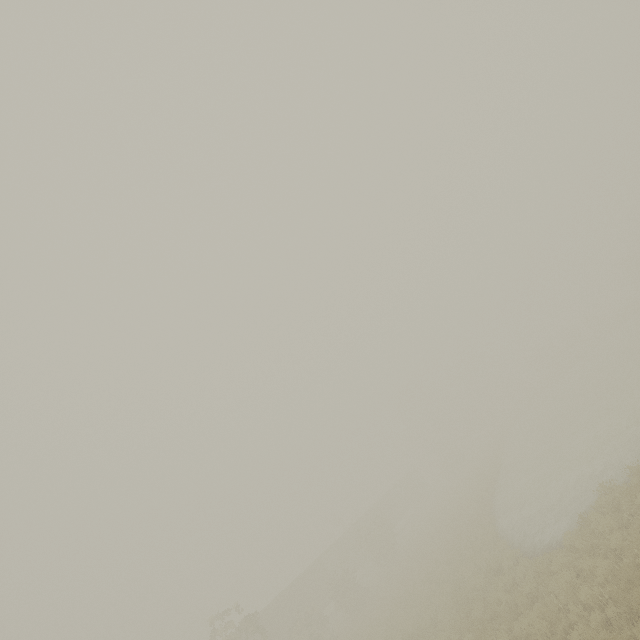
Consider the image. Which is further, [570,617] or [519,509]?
[519,509]

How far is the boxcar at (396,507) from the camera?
47.5 meters

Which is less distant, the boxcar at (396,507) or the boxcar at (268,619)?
the boxcar at (268,619)

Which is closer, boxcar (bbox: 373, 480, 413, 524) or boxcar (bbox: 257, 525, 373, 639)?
boxcar (bbox: 257, 525, 373, 639)

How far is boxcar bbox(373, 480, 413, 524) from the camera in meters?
47.5
